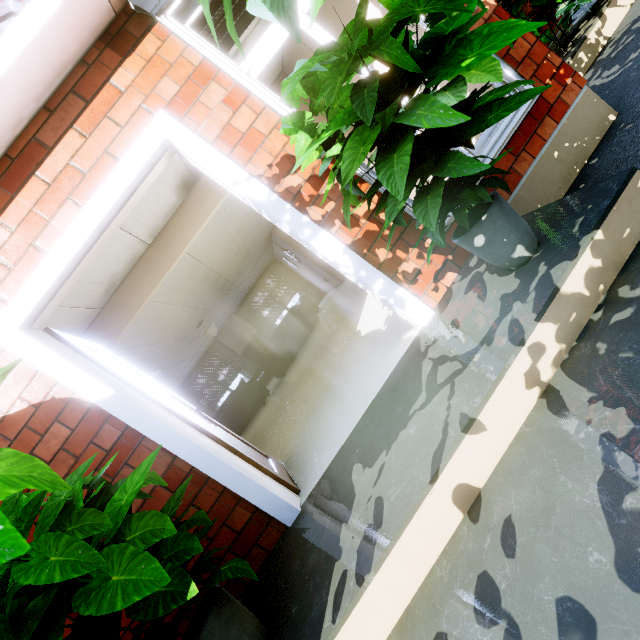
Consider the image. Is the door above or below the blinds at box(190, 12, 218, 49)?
below

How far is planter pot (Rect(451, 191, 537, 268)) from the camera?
1.5m

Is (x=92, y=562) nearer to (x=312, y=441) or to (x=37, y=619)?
(x=37, y=619)

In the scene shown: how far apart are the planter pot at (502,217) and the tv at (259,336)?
12.18m

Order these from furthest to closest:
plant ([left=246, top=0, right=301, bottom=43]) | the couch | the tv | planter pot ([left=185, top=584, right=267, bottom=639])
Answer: the tv
the couch
planter pot ([left=185, top=584, right=267, bottom=639])
plant ([left=246, top=0, right=301, bottom=43])

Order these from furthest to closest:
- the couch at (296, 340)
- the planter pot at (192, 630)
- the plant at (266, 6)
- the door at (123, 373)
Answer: the couch at (296, 340) < the door at (123, 373) < the planter pot at (192, 630) < the plant at (266, 6)

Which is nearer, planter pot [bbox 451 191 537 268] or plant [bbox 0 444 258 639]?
plant [bbox 0 444 258 639]

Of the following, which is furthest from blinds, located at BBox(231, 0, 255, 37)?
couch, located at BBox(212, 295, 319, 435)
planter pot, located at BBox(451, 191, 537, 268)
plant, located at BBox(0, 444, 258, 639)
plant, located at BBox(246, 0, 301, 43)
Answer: couch, located at BBox(212, 295, 319, 435)
